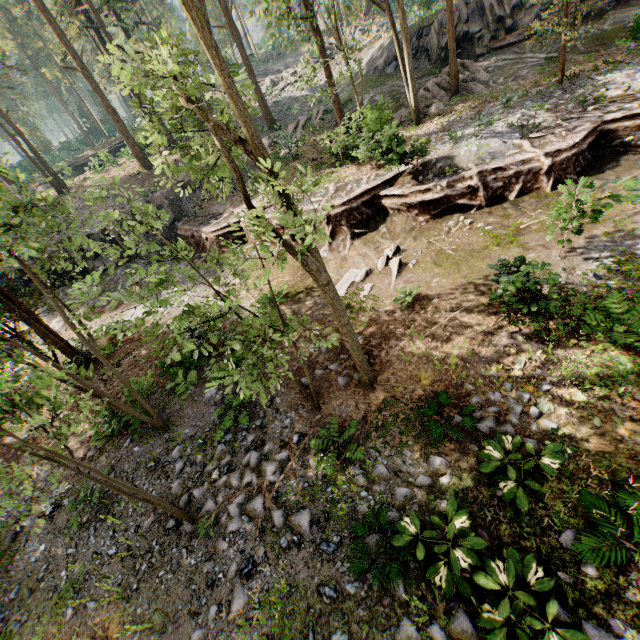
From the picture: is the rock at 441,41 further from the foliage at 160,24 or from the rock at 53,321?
the rock at 53,321

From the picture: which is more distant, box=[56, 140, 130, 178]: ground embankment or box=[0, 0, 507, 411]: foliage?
box=[56, 140, 130, 178]: ground embankment

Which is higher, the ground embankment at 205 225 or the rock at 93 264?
the rock at 93 264

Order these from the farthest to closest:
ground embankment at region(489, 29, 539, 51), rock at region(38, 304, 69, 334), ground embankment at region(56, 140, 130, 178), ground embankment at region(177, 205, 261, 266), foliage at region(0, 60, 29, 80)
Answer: ground embankment at region(56, 140, 130, 178) → foliage at region(0, 60, 29, 80) → ground embankment at region(489, 29, 539, 51) → rock at region(38, 304, 69, 334) → ground embankment at region(177, 205, 261, 266)

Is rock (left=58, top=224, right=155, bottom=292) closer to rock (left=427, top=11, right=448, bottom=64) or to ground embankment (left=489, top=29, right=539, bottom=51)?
rock (left=427, top=11, right=448, bottom=64)

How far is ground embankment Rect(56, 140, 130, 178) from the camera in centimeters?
3678cm

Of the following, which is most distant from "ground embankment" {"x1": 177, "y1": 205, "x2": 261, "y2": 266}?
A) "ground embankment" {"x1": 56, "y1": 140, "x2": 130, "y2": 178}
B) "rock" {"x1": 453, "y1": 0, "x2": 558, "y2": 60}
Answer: "ground embankment" {"x1": 56, "y1": 140, "x2": 130, "y2": 178}

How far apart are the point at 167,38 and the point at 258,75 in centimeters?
5690cm
